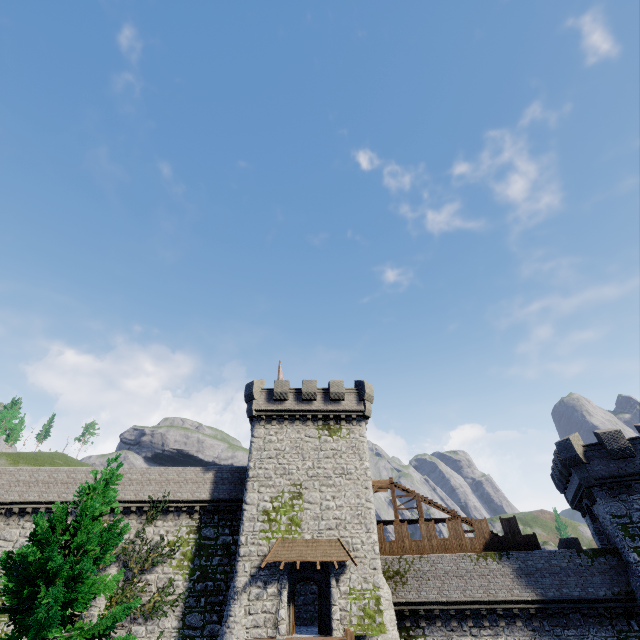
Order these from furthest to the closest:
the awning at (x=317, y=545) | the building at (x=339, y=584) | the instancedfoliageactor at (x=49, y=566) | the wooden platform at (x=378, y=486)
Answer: the wooden platform at (x=378, y=486), the awning at (x=317, y=545), the building at (x=339, y=584), the instancedfoliageactor at (x=49, y=566)

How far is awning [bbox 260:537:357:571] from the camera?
21.14m

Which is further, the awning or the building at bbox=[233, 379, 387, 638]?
the awning

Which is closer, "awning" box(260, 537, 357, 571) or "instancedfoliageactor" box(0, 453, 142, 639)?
"instancedfoliageactor" box(0, 453, 142, 639)

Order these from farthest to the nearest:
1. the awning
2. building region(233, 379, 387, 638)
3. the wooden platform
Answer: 1. the wooden platform
2. the awning
3. building region(233, 379, 387, 638)

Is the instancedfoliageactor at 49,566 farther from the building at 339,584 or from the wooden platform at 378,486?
the wooden platform at 378,486

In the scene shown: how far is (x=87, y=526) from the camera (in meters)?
8.80

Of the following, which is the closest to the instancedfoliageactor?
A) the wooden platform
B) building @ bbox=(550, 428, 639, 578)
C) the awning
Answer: the awning
